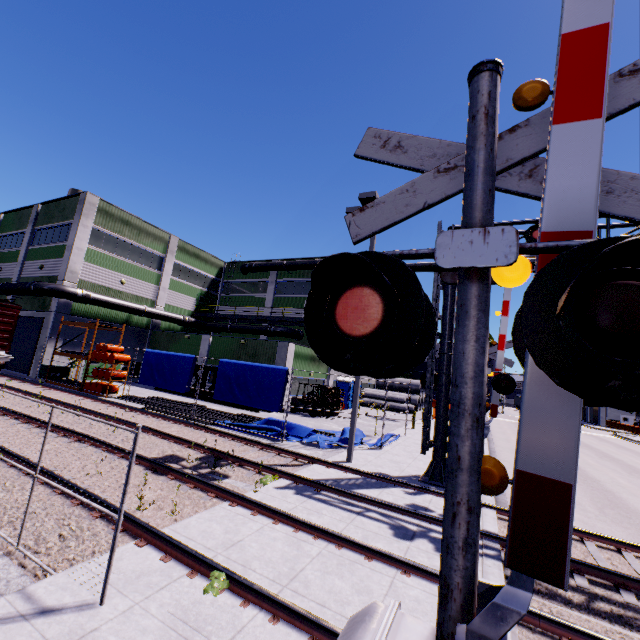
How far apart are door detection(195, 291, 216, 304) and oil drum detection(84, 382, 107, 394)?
15.6 meters

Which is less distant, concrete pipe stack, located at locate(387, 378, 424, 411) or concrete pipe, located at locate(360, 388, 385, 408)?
concrete pipe, located at locate(360, 388, 385, 408)

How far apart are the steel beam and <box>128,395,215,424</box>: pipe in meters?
1.5

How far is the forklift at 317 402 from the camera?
22.9m

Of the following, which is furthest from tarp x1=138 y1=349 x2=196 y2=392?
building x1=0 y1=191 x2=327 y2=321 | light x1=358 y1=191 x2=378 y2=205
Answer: light x1=358 y1=191 x2=378 y2=205

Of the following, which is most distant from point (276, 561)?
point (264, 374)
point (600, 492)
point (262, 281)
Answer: point (262, 281)

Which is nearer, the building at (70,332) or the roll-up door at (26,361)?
the building at (70,332)

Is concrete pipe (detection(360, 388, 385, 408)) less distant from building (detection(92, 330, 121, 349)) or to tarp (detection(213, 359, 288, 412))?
building (detection(92, 330, 121, 349))
